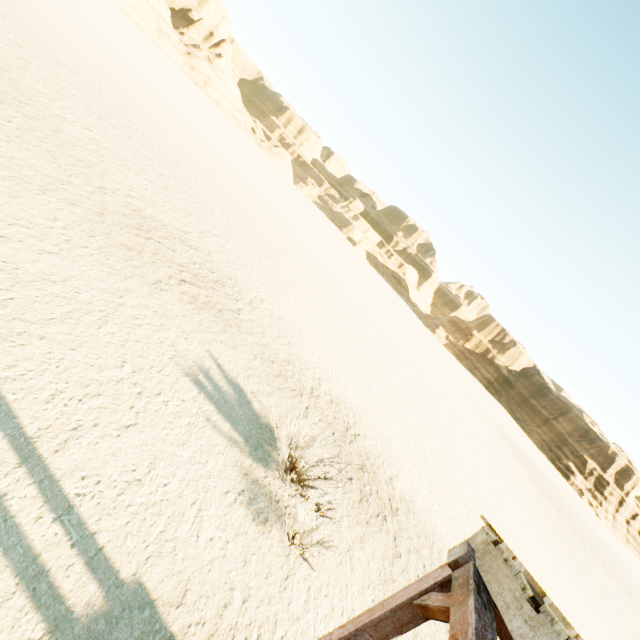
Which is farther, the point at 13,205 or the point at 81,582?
the point at 13,205
